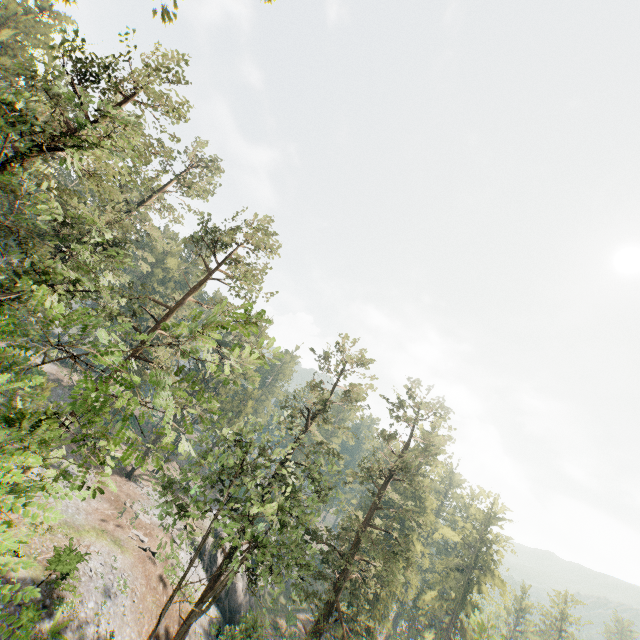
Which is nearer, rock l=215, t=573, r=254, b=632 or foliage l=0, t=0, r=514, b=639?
foliage l=0, t=0, r=514, b=639

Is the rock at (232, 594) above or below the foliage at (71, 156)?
below

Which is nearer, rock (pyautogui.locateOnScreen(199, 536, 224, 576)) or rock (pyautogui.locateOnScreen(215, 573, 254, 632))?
rock (pyautogui.locateOnScreen(215, 573, 254, 632))

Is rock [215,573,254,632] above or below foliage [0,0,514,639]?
below

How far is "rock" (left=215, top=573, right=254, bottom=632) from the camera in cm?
3484

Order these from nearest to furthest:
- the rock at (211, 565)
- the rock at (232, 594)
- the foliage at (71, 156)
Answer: the foliage at (71, 156)
the rock at (232, 594)
the rock at (211, 565)

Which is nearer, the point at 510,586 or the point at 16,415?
the point at 16,415
